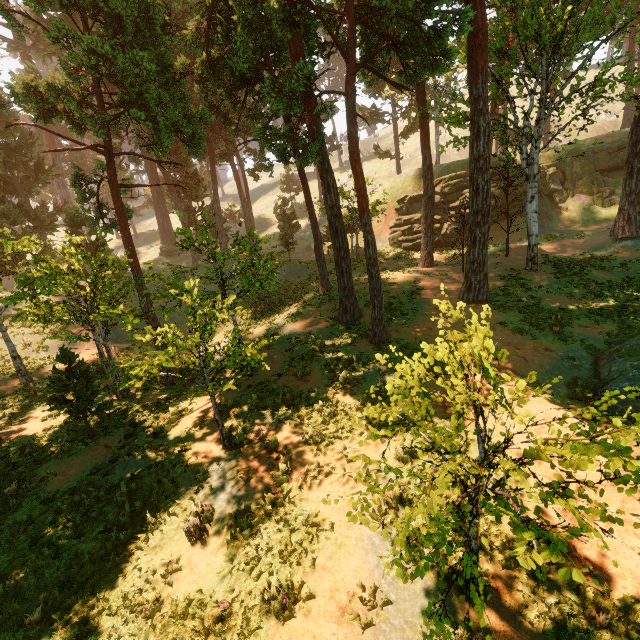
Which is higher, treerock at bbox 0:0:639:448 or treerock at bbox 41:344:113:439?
treerock at bbox 0:0:639:448

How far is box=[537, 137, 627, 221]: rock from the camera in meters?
32.0 m

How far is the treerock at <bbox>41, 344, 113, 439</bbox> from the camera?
11.4m

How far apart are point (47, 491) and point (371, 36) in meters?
26.7

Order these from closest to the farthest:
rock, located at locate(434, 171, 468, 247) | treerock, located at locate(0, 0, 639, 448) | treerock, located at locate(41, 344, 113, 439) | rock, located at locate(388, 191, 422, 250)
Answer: treerock, located at locate(41, 344, 113, 439) < treerock, located at locate(0, 0, 639, 448) < rock, located at locate(434, 171, 468, 247) < rock, located at locate(388, 191, 422, 250)

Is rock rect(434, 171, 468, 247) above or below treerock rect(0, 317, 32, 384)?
above

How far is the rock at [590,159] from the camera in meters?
32.0 m

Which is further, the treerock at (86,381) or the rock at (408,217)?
the rock at (408,217)
